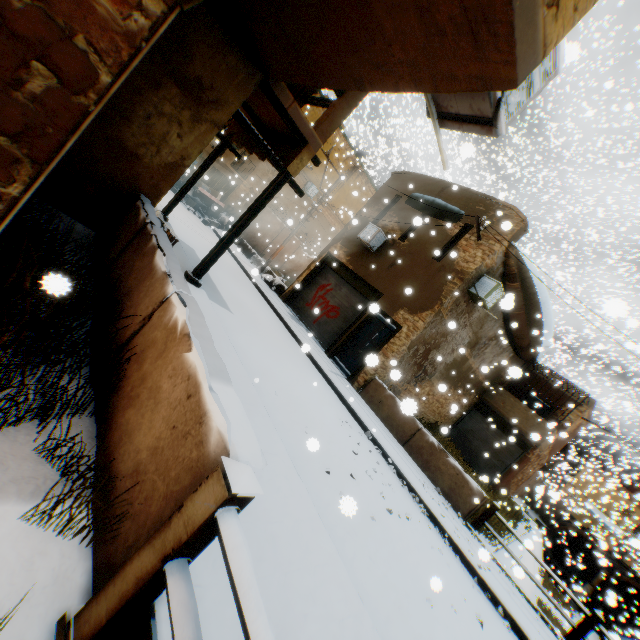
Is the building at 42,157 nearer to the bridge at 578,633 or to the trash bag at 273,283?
the trash bag at 273,283

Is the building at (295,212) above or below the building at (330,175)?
below

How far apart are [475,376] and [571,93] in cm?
4230

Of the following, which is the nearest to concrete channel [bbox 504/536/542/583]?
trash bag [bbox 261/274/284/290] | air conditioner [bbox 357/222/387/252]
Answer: air conditioner [bbox 357/222/387/252]

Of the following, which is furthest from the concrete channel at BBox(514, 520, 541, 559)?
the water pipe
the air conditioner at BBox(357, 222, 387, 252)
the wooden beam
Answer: the wooden beam

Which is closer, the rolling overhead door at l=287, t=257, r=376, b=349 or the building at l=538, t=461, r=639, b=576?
the rolling overhead door at l=287, t=257, r=376, b=349

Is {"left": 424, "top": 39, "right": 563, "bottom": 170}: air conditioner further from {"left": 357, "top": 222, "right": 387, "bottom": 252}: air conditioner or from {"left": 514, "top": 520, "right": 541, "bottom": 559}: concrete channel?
{"left": 514, "top": 520, "right": 541, "bottom": 559}: concrete channel

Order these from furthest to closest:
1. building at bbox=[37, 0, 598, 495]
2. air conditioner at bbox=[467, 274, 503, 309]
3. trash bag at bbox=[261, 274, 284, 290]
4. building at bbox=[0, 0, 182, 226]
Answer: trash bag at bbox=[261, 274, 284, 290], air conditioner at bbox=[467, 274, 503, 309], building at bbox=[37, 0, 598, 495], building at bbox=[0, 0, 182, 226]
